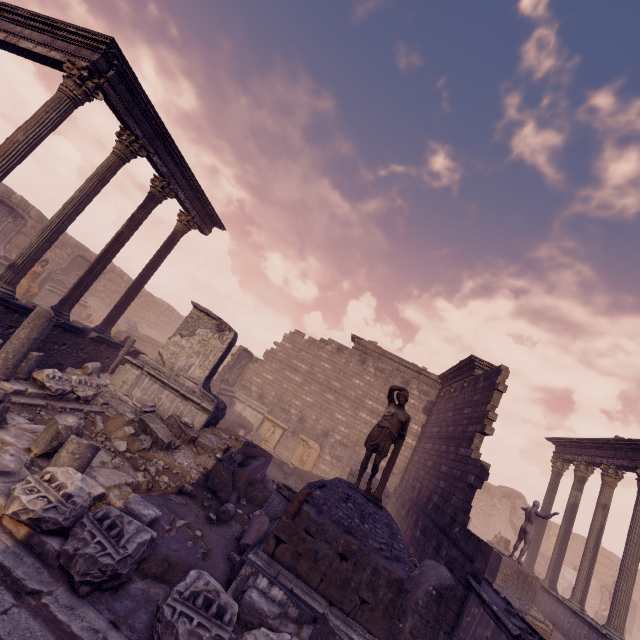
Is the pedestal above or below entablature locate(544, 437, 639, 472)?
below

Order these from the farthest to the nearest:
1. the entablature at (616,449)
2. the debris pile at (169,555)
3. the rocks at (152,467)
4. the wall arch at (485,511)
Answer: the wall arch at (485,511), the entablature at (616,449), the rocks at (152,467), the debris pile at (169,555)

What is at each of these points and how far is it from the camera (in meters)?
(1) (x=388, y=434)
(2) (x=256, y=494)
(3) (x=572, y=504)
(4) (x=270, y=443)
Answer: (1) sculpture, 6.23
(2) building debris, 8.47
(3) column, 14.40
(4) relief sculpture, 17.12

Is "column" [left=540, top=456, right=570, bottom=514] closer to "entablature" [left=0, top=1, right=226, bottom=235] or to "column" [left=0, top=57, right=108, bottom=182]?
"entablature" [left=0, top=1, right=226, bottom=235]

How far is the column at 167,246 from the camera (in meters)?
11.61

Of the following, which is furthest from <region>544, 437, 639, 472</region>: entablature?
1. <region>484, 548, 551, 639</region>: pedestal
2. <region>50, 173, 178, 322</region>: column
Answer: <region>50, 173, 178, 322</region>: column

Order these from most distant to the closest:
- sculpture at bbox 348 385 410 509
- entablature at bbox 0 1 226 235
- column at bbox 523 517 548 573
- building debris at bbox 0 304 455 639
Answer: column at bbox 523 517 548 573, entablature at bbox 0 1 226 235, sculpture at bbox 348 385 410 509, building debris at bbox 0 304 455 639

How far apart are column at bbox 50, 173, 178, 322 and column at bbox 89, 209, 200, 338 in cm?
108
